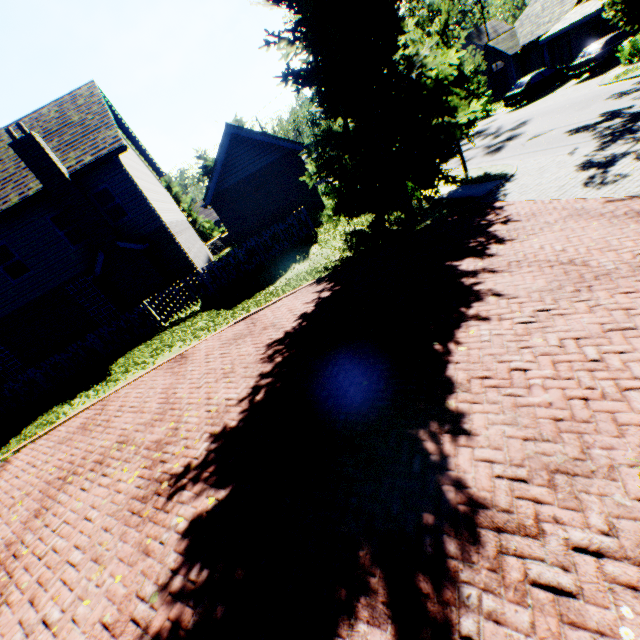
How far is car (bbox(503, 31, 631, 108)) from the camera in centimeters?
2025cm

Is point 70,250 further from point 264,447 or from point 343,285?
point 264,447

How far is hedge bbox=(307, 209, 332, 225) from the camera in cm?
1670

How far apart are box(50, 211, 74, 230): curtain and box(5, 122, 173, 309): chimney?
0.4m

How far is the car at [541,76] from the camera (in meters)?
20.25

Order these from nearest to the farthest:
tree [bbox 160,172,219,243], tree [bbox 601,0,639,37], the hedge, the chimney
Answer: the chimney, tree [bbox 601,0,639,37], the hedge, tree [bbox 160,172,219,243]

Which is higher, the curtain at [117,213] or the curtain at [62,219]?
the curtain at [62,219]

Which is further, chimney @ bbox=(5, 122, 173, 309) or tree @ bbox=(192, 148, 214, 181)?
tree @ bbox=(192, 148, 214, 181)
